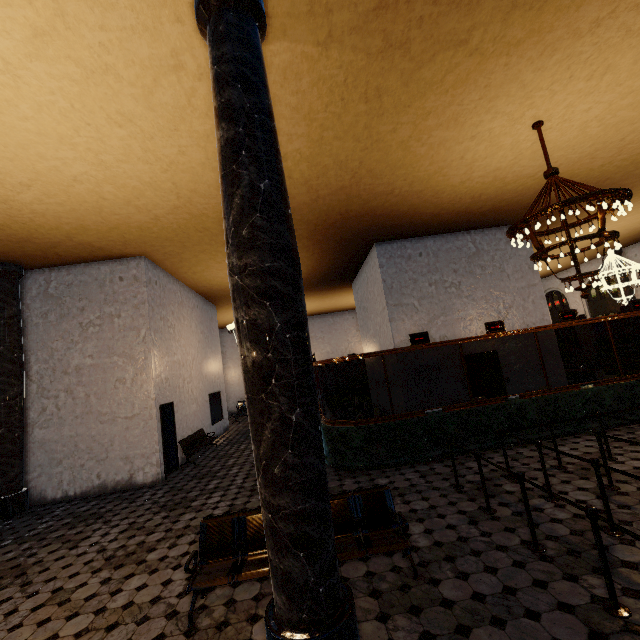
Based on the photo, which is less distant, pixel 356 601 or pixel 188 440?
pixel 356 601
